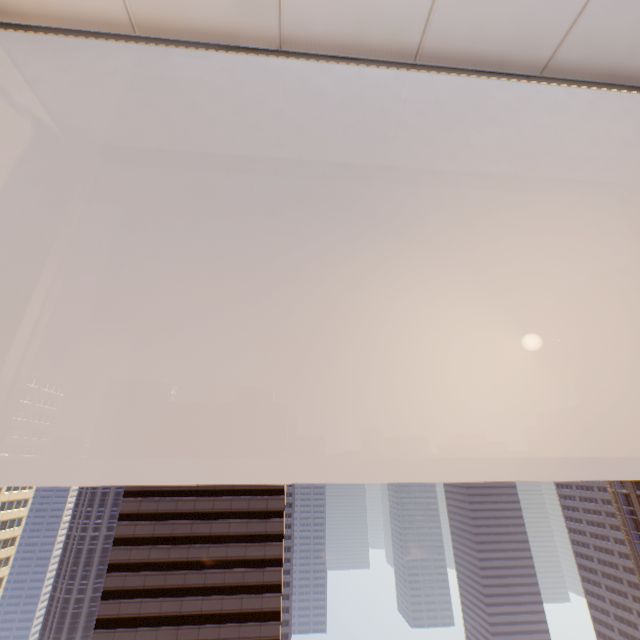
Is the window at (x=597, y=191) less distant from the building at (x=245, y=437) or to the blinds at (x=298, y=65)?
the blinds at (x=298, y=65)

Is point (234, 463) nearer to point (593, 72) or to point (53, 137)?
point (53, 137)

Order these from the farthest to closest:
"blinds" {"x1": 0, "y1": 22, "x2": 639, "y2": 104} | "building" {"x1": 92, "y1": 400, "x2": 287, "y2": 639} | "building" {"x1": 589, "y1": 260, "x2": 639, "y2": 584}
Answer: "building" {"x1": 589, "y1": 260, "x2": 639, "y2": 584}, "building" {"x1": 92, "y1": 400, "x2": 287, "y2": 639}, "blinds" {"x1": 0, "y1": 22, "x2": 639, "y2": 104}

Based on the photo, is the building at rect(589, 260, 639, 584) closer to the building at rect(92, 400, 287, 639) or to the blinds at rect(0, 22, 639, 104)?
the building at rect(92, 400, 287, 639)

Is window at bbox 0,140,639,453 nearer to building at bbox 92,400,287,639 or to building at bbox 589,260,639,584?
building at bbox 92,400,287,639

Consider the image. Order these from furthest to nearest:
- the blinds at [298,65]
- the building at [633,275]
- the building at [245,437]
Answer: the building at [633,275] → the building at [245,437] → the blinds at [298,65]

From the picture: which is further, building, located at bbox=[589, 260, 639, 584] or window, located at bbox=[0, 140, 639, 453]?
building, located at bbox=[589, 260, 639, 584]
